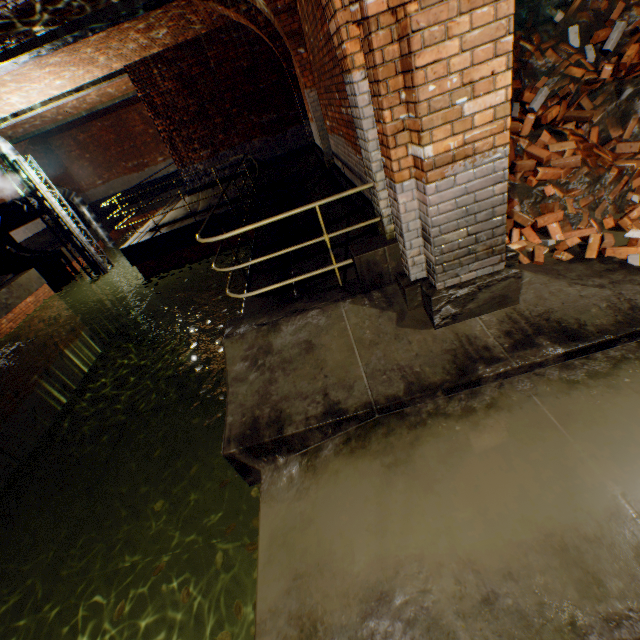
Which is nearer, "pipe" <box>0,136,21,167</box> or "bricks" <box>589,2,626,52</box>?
"bricks" <box>589,2,626,52</box>

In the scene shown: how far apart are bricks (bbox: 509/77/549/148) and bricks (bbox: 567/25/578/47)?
1.4m

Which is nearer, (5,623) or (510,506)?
(510,506)

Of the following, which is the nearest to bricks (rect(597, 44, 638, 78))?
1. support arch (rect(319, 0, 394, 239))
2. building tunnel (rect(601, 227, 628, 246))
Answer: building tunnel (rect(601, 227, 628, 246))

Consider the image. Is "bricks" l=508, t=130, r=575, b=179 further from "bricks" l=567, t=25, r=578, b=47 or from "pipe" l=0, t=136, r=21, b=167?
"pipe" l=0, t=136, r=21, b=167

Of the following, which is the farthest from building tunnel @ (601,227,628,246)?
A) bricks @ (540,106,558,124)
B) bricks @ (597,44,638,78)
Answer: bricks @ (540,106,558,124)

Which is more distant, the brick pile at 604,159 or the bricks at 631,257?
the brick pile at 604,159

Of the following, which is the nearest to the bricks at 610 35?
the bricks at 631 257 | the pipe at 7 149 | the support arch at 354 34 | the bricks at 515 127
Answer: the bricks at 515 127
